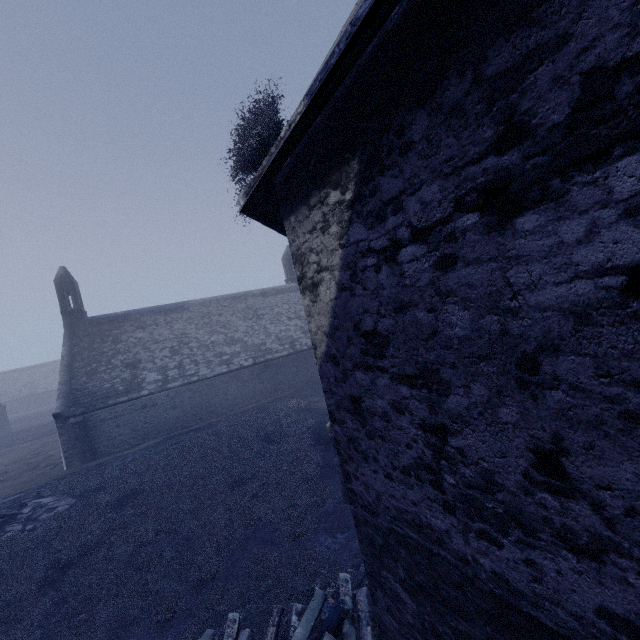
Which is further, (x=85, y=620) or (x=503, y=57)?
(x=85, y=620)
